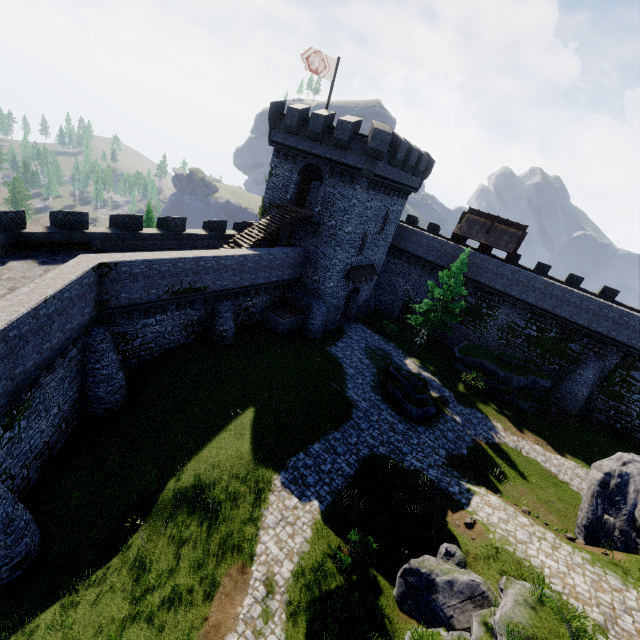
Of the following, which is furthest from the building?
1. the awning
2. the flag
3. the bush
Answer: the bush

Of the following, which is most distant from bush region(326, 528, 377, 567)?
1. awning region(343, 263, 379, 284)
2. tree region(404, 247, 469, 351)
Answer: awning region(343, 263, 379, 284)

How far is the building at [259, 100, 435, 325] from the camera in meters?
23.7 m

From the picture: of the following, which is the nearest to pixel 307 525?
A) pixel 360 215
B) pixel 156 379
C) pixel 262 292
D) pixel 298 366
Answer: pixel 298 366

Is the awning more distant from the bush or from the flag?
the bush

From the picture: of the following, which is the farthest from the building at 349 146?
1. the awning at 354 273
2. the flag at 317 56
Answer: the flag at 317 56

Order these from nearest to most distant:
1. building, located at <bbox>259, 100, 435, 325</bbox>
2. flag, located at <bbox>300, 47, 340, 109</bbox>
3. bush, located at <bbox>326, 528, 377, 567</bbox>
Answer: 1. bush, located at <bbox>326, 528, 377, 567</bbox>
2. flag, located at <bbox>300, 47, 340, 109</bbox>
3. building, located at <bbox>259, 100, 435, 325</bbox>

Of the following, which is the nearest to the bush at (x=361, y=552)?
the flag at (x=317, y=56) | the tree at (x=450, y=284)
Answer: the tree at (x=450, y=284)
